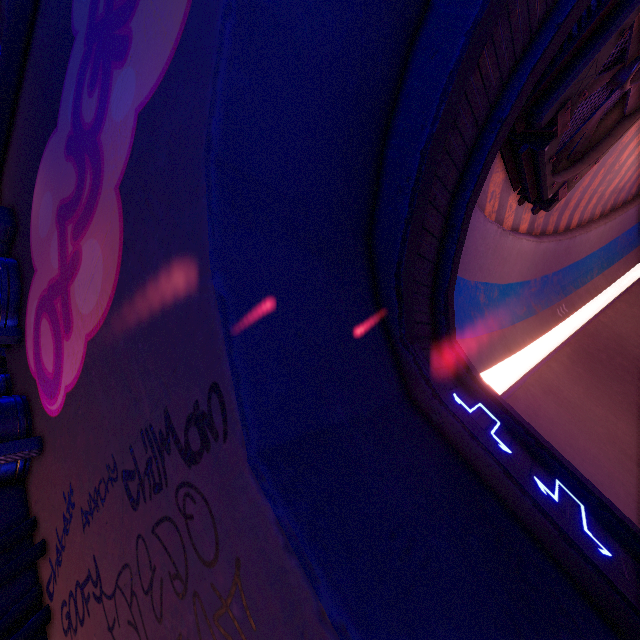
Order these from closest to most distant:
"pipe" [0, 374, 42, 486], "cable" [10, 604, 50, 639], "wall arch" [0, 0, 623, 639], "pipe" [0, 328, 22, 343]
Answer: "wall arch" [0, 0, 623, 639], "cable" [10, 604, 50, 639], "pipe" [0, 374, 42, 486], "pipe" [0, 328, 22, 343]

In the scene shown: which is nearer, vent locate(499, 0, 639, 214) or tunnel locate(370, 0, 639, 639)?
tunnel locate(370, 0, 639, 639)

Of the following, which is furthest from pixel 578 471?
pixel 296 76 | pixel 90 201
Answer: pixel 90 201

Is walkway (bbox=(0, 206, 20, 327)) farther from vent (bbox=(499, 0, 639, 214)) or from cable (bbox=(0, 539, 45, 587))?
vent (bbox=(499, 0, 639, 214))

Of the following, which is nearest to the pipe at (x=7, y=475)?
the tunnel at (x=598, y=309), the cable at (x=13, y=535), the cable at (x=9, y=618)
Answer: the cable at (x=13, y=535)

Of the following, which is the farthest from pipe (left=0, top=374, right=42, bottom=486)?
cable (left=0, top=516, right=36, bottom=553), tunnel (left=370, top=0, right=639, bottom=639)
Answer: tunnel (left=370, top=0, right=639, bottom=639)

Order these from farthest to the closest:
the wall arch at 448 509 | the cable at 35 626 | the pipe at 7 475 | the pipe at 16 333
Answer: the pipe at 16 333, the pipe at 7 475, the cable at 35 626, the wall arch at 448 509

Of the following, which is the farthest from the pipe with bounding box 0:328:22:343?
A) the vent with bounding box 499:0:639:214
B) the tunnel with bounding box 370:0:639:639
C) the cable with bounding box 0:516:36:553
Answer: the vent with bounding box 499:0:639:214
